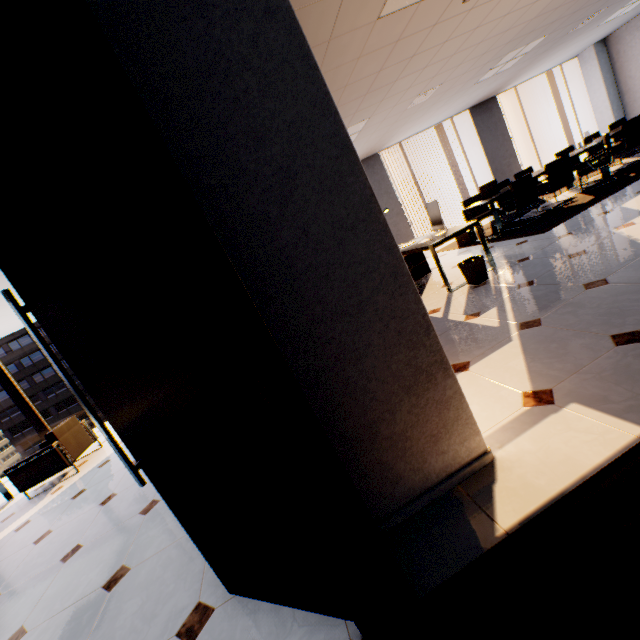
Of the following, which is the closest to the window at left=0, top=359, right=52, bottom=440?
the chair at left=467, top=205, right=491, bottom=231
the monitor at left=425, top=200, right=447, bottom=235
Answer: the monitor at left=425, top=200, right=447, bottom=235

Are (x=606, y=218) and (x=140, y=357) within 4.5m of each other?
no

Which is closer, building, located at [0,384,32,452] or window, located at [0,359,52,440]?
window, located at [0,359,52,440]

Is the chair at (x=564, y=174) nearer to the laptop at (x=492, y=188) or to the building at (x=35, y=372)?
the laptop at (x=492, y=188)

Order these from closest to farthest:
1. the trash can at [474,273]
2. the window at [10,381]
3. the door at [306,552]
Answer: the door at [306,552]
the trash can at [474,273]
the window at [10,381]

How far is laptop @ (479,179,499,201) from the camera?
6.51m

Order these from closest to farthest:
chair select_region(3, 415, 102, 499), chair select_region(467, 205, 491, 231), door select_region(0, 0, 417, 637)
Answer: door select_region(0, 0, 417, 637)
chair select_region(3, 415, 102, 499)
chair select_region(467, 205, 491, 231)

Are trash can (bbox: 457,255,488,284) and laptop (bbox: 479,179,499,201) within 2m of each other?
no
